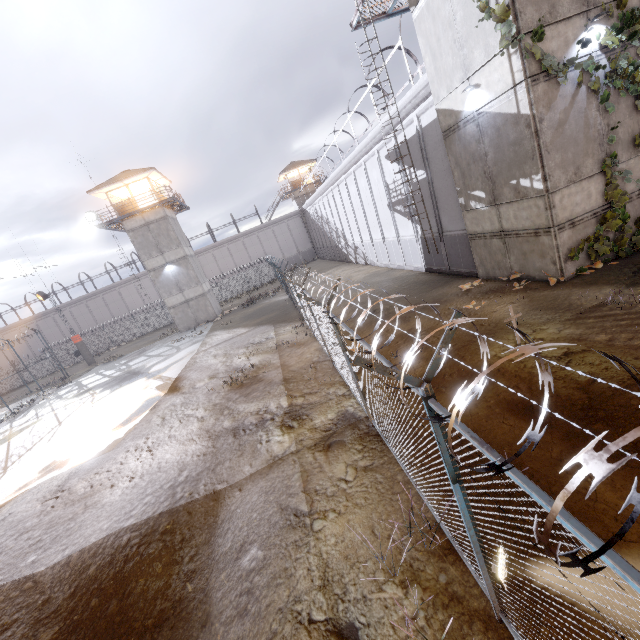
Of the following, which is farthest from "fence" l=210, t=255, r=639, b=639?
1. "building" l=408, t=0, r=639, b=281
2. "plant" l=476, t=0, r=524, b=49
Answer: "plant" l=476, t=0, r=524, b=49

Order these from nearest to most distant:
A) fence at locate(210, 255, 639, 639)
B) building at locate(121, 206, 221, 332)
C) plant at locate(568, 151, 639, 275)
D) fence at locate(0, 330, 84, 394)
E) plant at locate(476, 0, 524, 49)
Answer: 1. fence at locate(210, 255, 639, 639)
2. plant at locate(476, 0, 524, 49)
3. plant at locate(568, 151, 639, 275)
4. building at locate(121, 206, 221, 332)
5. fence at locate(0, 330, 84, 394)

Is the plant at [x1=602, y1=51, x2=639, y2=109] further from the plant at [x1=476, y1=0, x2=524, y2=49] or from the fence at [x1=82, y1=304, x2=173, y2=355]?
the fence at [x1=82, y1=304, x2=173, y2=355]

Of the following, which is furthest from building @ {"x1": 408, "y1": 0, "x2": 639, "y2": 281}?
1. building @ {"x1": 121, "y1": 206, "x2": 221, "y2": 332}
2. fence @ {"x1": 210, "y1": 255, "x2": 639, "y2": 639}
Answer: building @ {"x1": 121, "y1": 206, "x2": 221, "y2": 332}

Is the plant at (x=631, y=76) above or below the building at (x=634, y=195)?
above

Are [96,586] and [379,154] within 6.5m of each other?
no

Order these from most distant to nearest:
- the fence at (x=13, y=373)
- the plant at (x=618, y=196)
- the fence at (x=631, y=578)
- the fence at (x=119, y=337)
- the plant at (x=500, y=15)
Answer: the fence at (x=119, y=337), the fence at (x=13, y=373), the plant at (x=618, y=196), the plant at (x=500, y=15), the fence at (x=631, y=578)

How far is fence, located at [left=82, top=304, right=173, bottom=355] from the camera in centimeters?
4297cm
